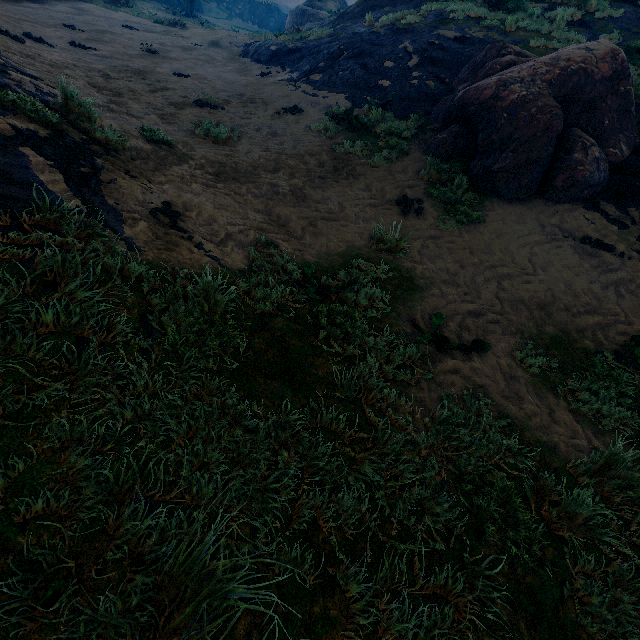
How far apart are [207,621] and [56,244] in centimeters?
247cm

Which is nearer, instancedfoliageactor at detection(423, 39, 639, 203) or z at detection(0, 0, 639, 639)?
z at detection(0, 0, 639, 639)

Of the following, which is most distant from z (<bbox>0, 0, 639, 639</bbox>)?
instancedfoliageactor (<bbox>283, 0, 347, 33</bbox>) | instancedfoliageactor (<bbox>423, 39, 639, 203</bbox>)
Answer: instancedfoliageactor (<bbox>283, 0, 347, 33</bbox>)

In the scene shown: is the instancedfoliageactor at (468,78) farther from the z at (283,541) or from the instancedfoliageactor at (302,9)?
the instancedfoliageactor at (302,9)

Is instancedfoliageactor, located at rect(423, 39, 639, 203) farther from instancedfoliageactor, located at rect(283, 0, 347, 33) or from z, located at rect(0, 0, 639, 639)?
instancedfoliageactor, located at rect(283, 0, 347, 33)

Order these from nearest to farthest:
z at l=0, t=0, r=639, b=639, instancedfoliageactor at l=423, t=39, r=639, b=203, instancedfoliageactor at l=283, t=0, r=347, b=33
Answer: z at l=0, t=0, r=639, b=639 < instancedfoliageactor at l=423, t=39, r=639, b=203 < instancedfoliageactor at l=283, t=0, r=347, b=33

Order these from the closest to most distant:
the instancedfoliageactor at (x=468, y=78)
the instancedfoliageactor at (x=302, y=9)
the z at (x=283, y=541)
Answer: the z at (x=283, y=541) < the instancedfoliageactor at (x=468, y=78) < the instancedfoliageactor at (x=302, y=9)
